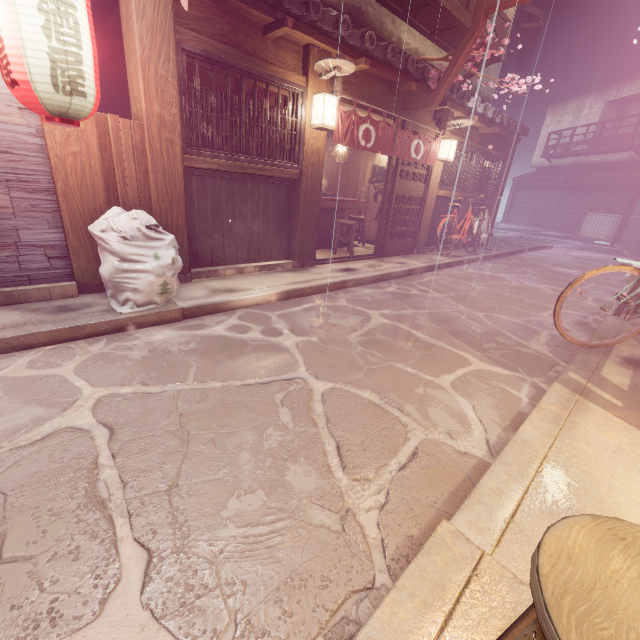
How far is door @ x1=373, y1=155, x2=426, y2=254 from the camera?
12.57m

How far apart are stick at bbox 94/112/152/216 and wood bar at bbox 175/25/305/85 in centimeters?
177cm

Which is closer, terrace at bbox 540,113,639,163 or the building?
the building

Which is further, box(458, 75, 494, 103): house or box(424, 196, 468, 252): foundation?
box(458, 75, 494, 103): house

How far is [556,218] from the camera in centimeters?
3941cm

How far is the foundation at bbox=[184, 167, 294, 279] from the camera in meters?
8.1

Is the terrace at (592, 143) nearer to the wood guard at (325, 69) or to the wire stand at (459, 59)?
the wire stand at (459, 59)

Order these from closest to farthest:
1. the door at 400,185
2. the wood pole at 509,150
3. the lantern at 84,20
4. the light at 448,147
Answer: the lantern at 84,20
the door at 400,185
the light at 448,147
the wood pole at 509,150
